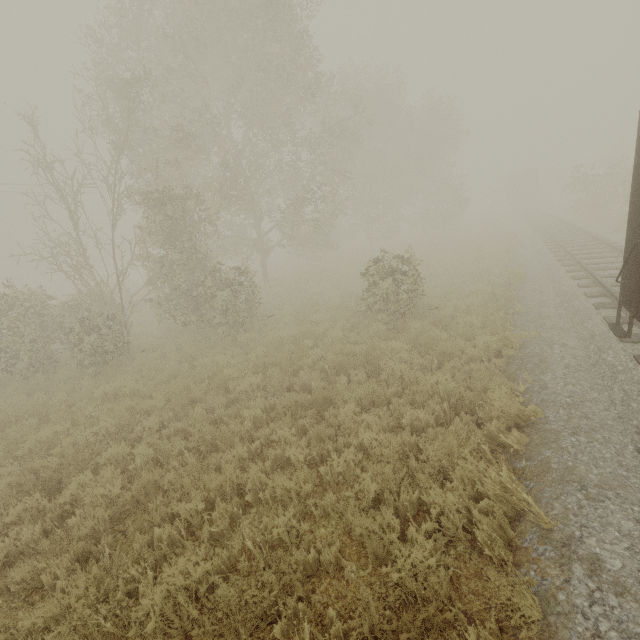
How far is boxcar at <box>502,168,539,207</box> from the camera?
42.11m

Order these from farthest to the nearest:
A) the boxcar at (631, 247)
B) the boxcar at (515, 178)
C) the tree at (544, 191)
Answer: the boxcar at (515, 178) < the tree at (544, 191) < the boxcar at (631, 247)

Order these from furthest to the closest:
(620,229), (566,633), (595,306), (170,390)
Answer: (620,229), (170,390), (595,306), (566,633)

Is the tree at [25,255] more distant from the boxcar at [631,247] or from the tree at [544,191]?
the boxcar at [631,247]

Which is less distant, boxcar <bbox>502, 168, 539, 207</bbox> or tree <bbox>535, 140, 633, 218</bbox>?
tree <bbox>535, 140, 633, 218</bbox>

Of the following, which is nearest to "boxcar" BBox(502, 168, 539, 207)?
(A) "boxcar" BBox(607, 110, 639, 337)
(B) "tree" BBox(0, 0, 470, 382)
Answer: (B) "tree" BBox(0, 0, 470, 382)

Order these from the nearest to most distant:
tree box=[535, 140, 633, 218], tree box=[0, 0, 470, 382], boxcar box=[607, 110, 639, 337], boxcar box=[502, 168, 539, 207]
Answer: boxcar box=[607, 110, 639, 337]
tree box=[0, 0, 470, 382]
tree box=[535, 140, 633, 218]
boxcar box=[502, 168, 539, 207]

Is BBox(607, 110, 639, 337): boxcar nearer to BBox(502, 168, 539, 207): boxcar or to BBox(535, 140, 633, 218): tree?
BBox(535, 140, 633, 218): tree
